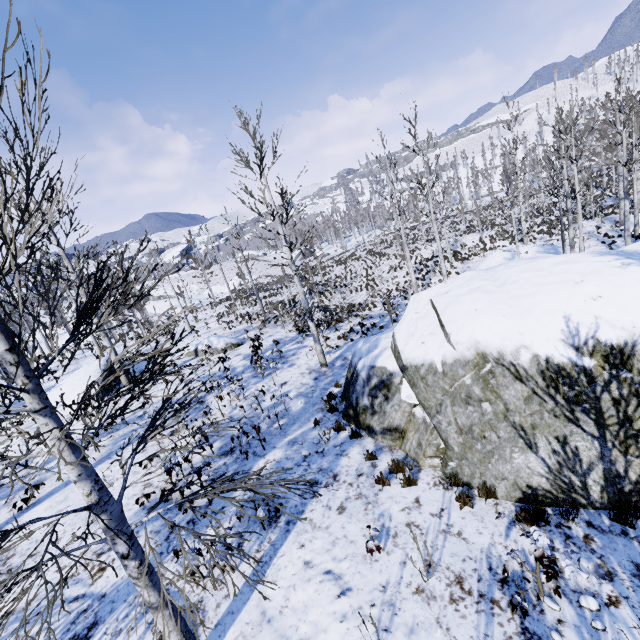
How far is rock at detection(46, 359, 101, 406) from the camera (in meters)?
14.56

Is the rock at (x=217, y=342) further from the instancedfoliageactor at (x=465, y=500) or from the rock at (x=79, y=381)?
the rock at (x=79, y=381)

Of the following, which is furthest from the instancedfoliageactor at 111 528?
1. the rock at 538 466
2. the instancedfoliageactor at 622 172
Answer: the instancedfoliageactor at 622 172

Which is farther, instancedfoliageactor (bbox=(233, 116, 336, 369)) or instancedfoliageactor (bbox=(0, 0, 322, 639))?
instancedfoliageactor (bbox=(233, 116, 336, 369))

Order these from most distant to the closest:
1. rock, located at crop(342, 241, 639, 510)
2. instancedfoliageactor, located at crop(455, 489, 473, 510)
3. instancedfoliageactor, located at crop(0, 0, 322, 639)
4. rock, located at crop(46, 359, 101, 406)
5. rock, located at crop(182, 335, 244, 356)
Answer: rock, located at crop(182, 335, 244, 356) < rock, located at crop(46, 359, 101, 406) < instancedfoliageactor, located at crop(455, 489, 473, 510) < rock, located at crop(342, 241, 639, 510) < instancedfoliageactor, located at crop(0, 0, 322, 639)

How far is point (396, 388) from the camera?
7.41m

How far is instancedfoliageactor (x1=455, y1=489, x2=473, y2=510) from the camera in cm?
531

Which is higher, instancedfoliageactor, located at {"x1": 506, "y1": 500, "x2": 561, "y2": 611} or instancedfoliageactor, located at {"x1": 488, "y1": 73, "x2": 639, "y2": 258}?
instancedfoliageactor, located at {"x1": 488, "y1": 73, "x2": 639, "y2": 258}
